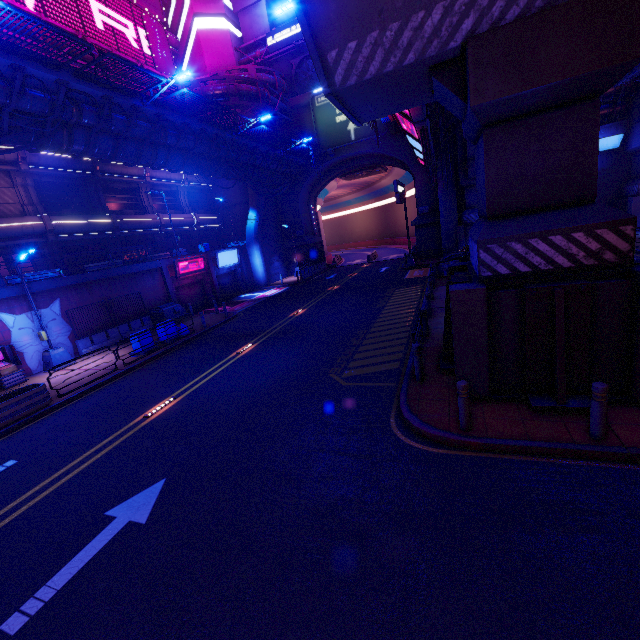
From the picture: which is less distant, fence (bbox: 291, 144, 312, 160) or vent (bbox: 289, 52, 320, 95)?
fence (bbox: 291, 144, 312, 160)

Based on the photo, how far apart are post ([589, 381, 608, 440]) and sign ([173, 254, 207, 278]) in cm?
2623

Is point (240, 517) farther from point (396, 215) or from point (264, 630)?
point (396, 215)

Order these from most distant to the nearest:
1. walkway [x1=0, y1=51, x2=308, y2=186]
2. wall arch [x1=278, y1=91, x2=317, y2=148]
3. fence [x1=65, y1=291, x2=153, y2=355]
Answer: wall arch [x1=278, y1=91, x2=317, y2=148] → fence [x1=65, y1=291, x2=153, y2=355] → walkway [x1=0, y1=51, x2=308, y2=186]

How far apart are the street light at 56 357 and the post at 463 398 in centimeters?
1910cm

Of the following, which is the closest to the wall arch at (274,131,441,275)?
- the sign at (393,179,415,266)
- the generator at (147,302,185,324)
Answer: the sign at (393,179,415,266)

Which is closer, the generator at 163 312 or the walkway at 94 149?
the walkway at 94 149

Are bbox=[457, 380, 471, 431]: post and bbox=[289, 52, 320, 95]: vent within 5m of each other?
no
